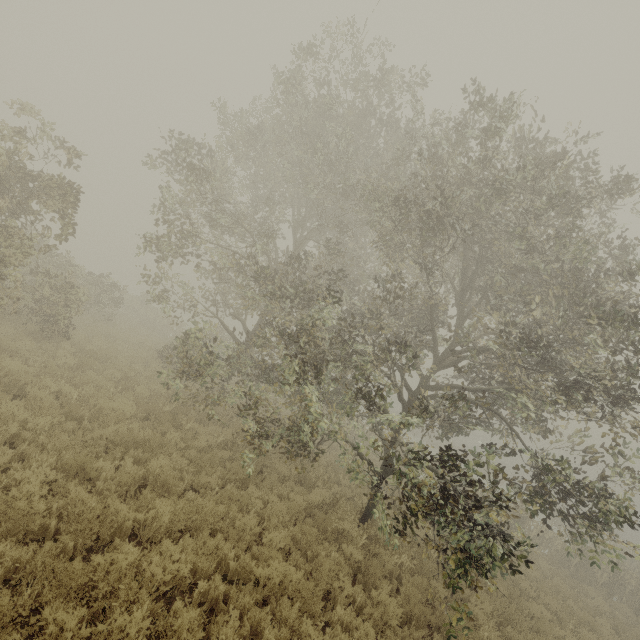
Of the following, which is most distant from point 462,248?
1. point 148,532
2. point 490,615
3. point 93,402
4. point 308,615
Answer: point 93,402
